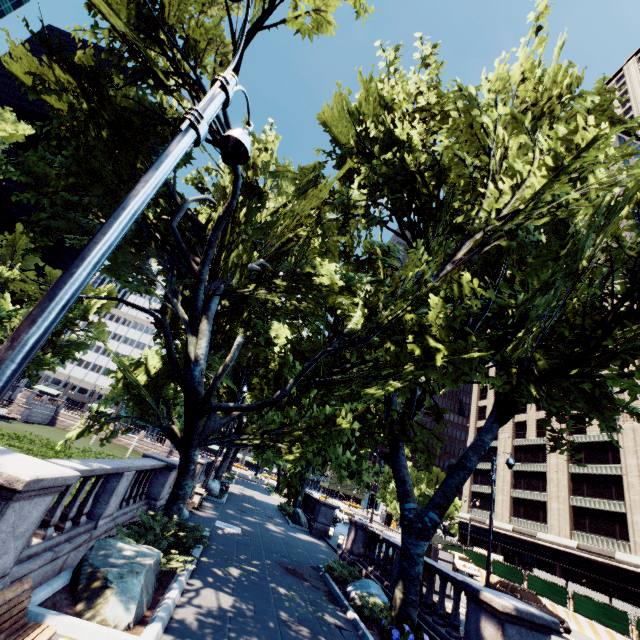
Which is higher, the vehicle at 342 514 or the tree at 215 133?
the tree at 215 133

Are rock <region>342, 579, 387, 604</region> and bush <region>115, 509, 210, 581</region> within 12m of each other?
yes

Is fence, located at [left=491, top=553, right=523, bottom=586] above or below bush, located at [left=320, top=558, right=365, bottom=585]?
above

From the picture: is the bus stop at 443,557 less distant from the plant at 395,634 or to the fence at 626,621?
the plant at 395,634

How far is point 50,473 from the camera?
4.7m

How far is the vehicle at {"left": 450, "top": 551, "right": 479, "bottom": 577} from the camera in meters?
28.5 m

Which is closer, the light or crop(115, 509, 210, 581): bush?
the light

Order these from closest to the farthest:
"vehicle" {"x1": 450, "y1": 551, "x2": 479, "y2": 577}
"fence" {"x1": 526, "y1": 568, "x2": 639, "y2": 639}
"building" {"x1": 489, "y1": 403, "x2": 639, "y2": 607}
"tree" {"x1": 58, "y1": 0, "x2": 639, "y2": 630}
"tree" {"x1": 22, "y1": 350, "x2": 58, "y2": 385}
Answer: "tree" {"x1": 58, "y1": 0, "x2": 639, "y2": 630} < "fence" {"x1": 526, "y1": 568, "x2": 639, "y2": 639} < "vehicle" {"x1": 450, "y1": 551, "x2": 479, "y2": 577} < "building" {"x1": 489, "y1": 403, "x2": 639, "y2": 607} < "tree" {"x1": 22, "y1": 350, "x2": 58, "y2": 385}
